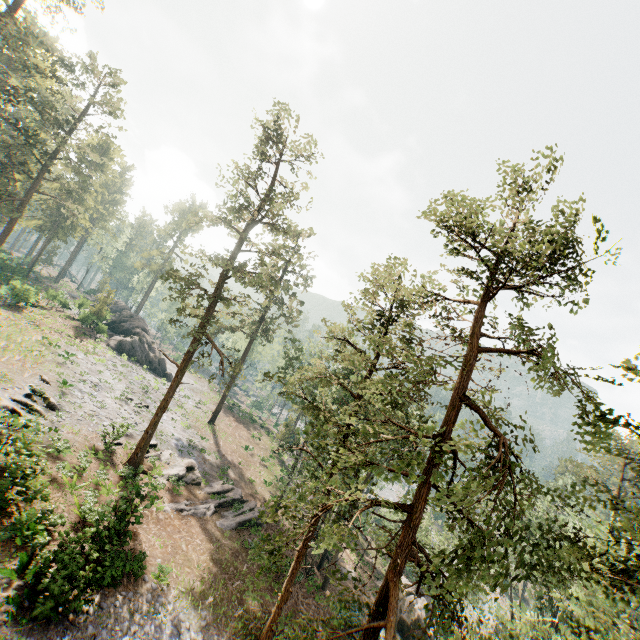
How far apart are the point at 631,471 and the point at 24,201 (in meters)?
71.22

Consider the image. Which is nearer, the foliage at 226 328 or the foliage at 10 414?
the foliage at 10 414

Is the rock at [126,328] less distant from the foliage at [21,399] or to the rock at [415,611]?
the foliage at [21,399]

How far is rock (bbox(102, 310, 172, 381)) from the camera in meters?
44.4

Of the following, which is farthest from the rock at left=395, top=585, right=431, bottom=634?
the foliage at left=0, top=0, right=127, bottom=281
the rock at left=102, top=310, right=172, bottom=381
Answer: the rock at left=102, top=310, right=172, bottom=381

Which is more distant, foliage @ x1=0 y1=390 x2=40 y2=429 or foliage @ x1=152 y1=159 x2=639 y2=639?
foliage @ x1=0 y1=390 x2=40 y2=429

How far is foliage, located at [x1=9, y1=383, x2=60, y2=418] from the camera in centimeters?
2159cm
